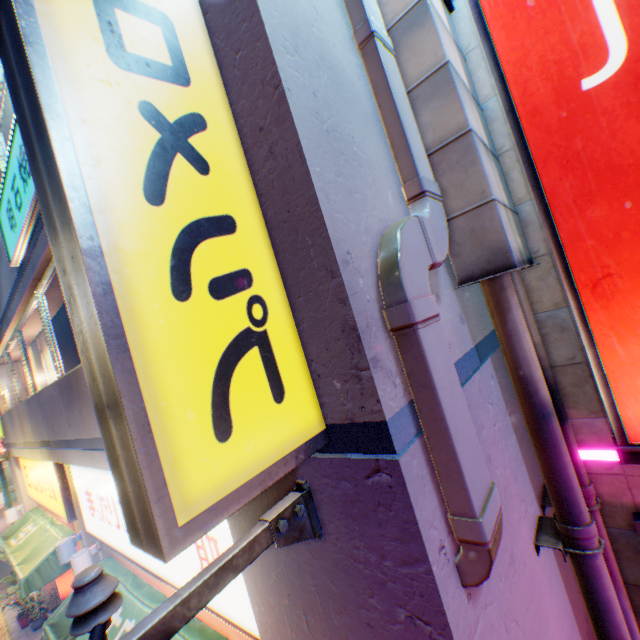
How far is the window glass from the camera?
7.8 meters

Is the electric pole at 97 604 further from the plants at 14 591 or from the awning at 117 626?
the plants at 14 591

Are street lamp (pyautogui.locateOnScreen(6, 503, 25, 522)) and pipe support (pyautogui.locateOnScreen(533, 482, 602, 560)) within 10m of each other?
no

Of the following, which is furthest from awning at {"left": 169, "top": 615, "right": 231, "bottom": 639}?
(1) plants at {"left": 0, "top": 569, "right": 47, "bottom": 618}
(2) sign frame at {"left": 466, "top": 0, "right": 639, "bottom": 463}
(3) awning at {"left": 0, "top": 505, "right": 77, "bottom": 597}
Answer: (1) plants at {"left": 0, "top": 569, "right": 47, "bottom": 618}

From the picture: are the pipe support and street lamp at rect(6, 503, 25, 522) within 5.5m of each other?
Answer: no

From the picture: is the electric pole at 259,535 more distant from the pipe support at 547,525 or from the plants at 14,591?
the plants at 14,591

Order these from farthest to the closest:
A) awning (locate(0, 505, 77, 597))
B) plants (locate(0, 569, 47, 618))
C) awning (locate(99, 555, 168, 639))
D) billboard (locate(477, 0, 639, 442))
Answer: plants (locate(0, 569, 47, 618))
awning (locate(0, 505, 77, 597))
awning (locate(99, 555, 168, 639))
billboard (locate(477, 0, 639, 442))

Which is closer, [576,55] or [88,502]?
[576,55]
